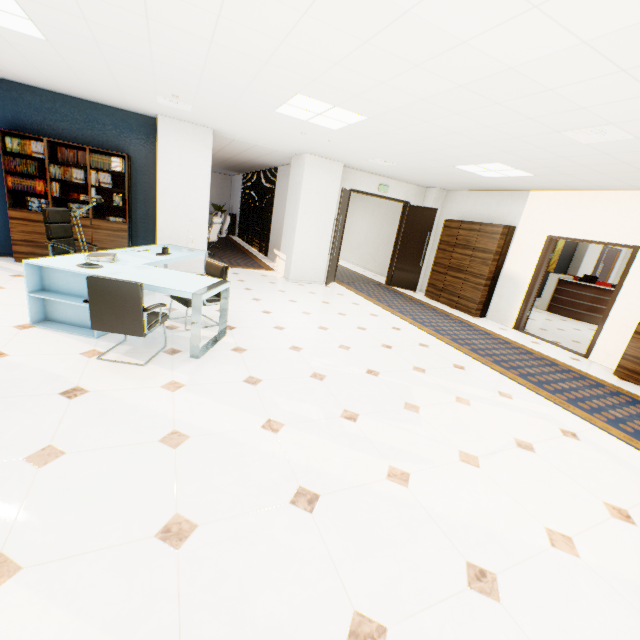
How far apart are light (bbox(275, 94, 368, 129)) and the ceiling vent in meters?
2.2

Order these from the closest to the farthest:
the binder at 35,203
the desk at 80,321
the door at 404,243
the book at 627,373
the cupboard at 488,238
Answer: the desk at 80,321
the book at 627,373
the binder at 35,203
the cupboard at 488,238
the door at 404,243

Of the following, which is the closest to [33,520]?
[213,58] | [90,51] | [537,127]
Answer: [213,58]

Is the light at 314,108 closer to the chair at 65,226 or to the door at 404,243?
the door at 404,243

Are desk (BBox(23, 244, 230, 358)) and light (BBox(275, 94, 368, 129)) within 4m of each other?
yes

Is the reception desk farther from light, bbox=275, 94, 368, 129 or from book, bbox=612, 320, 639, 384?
light, bbox=275, 94, 368, 129

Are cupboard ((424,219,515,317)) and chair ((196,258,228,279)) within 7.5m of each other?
yes

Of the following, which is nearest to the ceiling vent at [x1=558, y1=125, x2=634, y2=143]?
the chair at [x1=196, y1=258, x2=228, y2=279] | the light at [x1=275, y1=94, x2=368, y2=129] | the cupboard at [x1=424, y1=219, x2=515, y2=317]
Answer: the light at [x1=275, y1=94, x2=368, y2=129]
